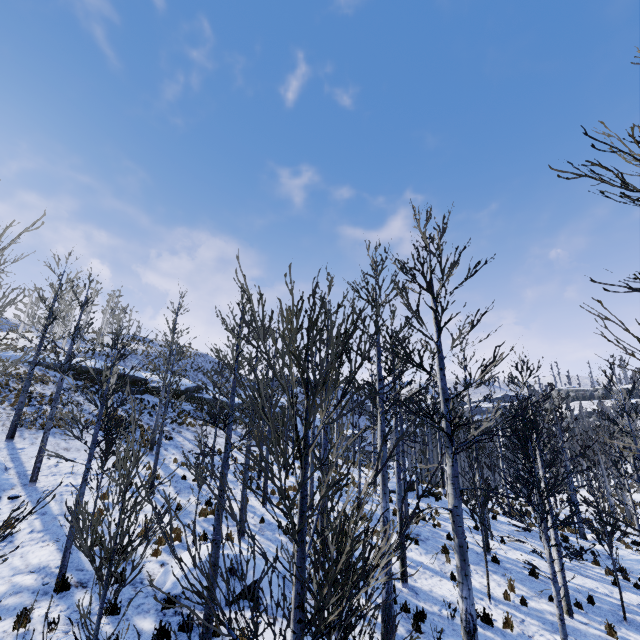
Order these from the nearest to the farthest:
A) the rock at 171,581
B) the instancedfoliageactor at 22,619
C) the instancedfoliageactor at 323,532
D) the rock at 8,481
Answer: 1. the instancedfoliageactor at 323,532
2. the instancedfoliageactor at 22,619
3. the rock at 171,581
4. the rock at 8,481

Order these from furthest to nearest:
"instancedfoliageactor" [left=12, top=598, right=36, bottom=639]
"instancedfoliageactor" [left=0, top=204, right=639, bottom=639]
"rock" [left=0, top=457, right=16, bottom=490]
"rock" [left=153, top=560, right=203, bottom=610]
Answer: "rock" [left=0, top=457, right=16, bottom=490], "rock" [left=153, top=560, right=203, bottom=610], "instancedfoliageactor" [left=12, top=598, right=36, bottom=639], "instancedfoliageactor" [left=0, top=204, right=639, bottom=639]

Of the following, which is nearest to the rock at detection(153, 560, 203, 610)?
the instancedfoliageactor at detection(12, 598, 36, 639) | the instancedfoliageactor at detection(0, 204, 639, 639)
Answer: the instancedfoliageactor at detection(12, 598, 36, 639)

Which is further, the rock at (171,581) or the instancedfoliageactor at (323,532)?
the rock at (171,581)

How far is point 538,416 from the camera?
27.69m

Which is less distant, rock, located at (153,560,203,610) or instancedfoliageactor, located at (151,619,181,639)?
instancedfoliageactor, located at (151,619,181,639)

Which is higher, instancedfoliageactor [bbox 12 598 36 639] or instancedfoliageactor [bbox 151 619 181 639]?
instancedfoliageactor [bbox 12 598 36 639]

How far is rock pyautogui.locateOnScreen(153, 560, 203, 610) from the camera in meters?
7.9
